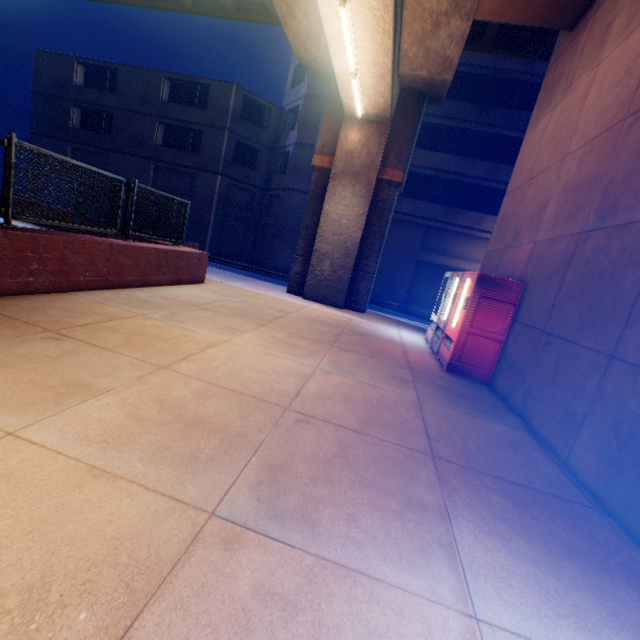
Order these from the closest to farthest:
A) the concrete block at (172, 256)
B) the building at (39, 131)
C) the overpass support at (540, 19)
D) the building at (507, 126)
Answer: the concrete block at (172, 256) → the overpass support at (540, 19) → the building at (507, 126) → the building at (39, 131)

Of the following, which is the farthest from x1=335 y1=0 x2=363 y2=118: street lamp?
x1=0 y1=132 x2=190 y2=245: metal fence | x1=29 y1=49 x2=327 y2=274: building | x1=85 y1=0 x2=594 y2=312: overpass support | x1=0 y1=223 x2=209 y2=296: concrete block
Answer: x1=29 y1=49 x2=327 y2=274: building

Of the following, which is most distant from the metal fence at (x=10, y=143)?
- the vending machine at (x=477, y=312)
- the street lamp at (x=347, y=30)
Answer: the vending machine at (x=477, y=312)

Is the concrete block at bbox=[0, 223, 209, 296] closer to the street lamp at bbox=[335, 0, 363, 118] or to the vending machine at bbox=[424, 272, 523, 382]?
the street lamp at bbox=[335, 0, 363, 118]

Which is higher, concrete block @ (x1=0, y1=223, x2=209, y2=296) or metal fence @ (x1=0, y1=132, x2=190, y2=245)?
metal fence @ (x1=0, y1=132, x2=190, y2=245)

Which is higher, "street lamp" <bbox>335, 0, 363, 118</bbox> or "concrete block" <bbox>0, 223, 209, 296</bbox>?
"street lamp" <bbox>335, 0, 363, 118</bbox>

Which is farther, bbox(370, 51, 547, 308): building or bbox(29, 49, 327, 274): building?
bbox(29, 49, 327, 274): building

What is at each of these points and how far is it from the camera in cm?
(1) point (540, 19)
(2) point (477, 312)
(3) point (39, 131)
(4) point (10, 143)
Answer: (1) overpass support, 696
(2) vending machine, 615
(3) building, 2545
(4) metal fence, 449
